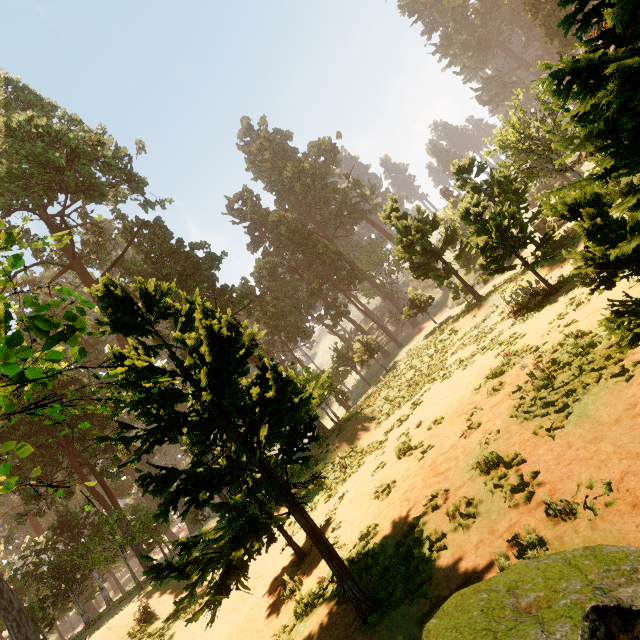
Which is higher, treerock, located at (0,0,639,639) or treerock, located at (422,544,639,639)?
treerock, located at (0,0,639,639)

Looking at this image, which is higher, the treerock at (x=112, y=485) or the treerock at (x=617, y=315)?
the treerock at (x=112, y=485)

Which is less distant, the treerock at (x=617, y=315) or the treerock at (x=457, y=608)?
the treerock at (x=457, y=608)

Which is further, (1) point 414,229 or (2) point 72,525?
(2) point 72,525

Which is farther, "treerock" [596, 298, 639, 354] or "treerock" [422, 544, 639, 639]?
"treerock" [596, 298, 639, 354]
